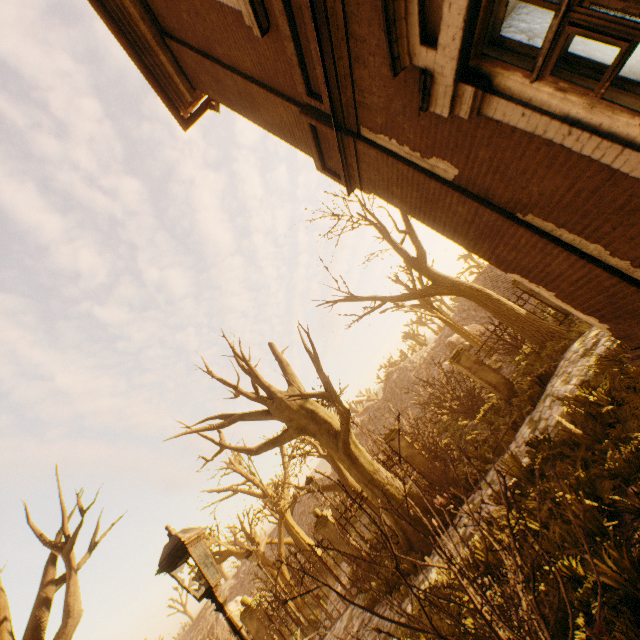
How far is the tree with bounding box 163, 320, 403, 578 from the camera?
9.8m

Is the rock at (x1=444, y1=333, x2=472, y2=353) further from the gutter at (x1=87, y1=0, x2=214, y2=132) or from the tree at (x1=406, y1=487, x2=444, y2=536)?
the tree at (x1=406, y1=487, x2=444, y2=536)

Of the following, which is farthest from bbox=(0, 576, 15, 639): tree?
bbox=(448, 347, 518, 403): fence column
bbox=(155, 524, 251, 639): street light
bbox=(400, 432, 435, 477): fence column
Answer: bbox=(400, 432, 435, 477): fence column

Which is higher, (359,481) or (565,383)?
(359,481)

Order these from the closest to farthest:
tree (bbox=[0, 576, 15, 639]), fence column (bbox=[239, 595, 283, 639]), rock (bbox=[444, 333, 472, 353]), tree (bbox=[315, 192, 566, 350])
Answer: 1. tree (bbox=[0, 576, 15, 639])
2. tree (bbox=[315, 192, 566, 350])
3. fence column (bbox=[239, 595, 283, 639])
4. rock (bbox=[444, 333, 472, 353])

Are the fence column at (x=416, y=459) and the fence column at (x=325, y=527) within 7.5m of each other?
yes

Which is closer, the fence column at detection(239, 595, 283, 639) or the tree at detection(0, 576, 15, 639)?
the tree at detection(0, 576, 15, 639)

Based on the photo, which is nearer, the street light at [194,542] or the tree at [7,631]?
the street light at [194,542]
